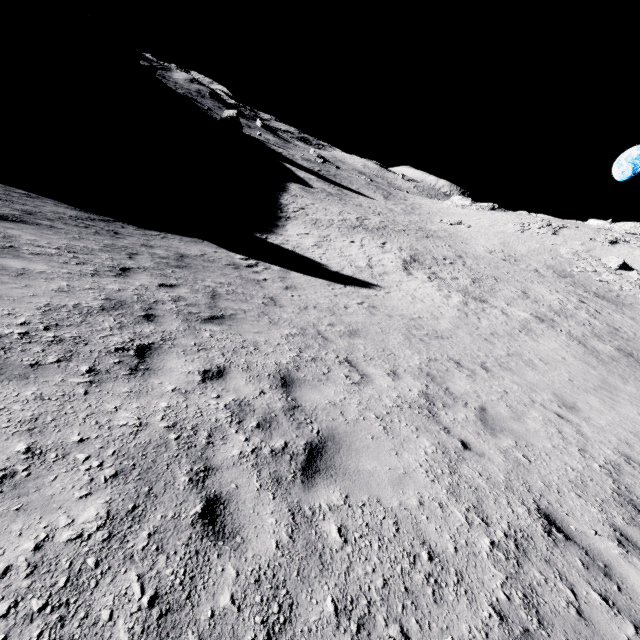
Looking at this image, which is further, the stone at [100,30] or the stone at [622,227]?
the stone at [100,30]

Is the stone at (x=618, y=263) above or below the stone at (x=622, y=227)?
below

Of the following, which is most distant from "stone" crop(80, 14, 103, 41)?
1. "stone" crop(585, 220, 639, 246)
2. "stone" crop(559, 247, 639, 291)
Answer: "stone" crop(585, 220, 639, 246)

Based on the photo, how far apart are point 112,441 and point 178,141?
49.5 meters

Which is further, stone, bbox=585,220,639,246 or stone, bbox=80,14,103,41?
stone, bbox=80,14,103,41

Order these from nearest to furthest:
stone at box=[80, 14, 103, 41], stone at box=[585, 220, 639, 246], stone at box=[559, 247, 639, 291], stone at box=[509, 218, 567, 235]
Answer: stone at box=[559, 247, 639, 291]
stone at box=[585, 220, 639, 246]
stone at box=[509, 218, 567, 235]
stone at box=[80, 14, 103, 41]

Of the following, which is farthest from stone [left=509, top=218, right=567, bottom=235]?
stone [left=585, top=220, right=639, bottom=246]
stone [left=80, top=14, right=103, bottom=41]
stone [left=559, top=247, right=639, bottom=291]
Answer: stone [left=80, top=14, right=103, bottom=41]
